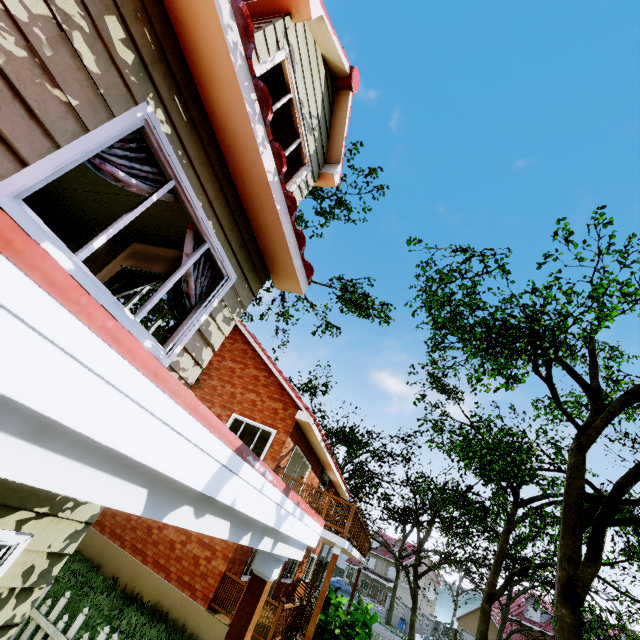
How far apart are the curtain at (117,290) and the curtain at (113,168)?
2.0 meters

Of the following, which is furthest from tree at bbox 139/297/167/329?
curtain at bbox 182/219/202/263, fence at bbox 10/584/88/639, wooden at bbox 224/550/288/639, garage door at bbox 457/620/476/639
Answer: curtain at bbox 182/219/202/263

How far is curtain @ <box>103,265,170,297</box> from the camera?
4.9m

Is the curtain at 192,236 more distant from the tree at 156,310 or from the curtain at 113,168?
the tree at 156,310

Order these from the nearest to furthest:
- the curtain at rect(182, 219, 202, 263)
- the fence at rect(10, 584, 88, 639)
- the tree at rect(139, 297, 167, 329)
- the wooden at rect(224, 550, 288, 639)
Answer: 1. the wooden at rect(224, 550, 288, 639)
2. the curtain at rect(182, 219, 202, 263)
3. the fence at rect(10, 584, 88, 639)
4. the tree at rect(139, 297, 167, 329)

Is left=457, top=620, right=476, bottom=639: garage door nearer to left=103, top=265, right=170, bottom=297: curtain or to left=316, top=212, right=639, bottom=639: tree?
left=316, top=212, right=639, bottom=639: tree

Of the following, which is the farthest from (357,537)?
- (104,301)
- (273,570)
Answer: (104,301)

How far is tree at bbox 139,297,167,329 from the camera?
11.5 meters
